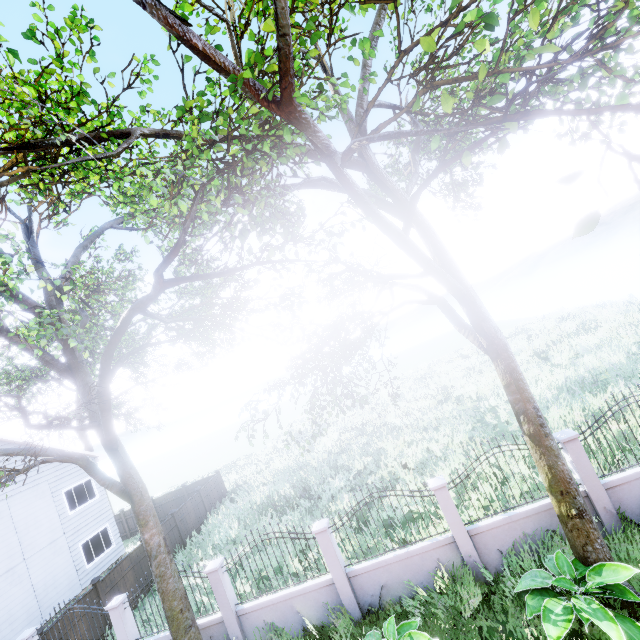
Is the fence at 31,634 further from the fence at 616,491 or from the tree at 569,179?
the tree at 569,179

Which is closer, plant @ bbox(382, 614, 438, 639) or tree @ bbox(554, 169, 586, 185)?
tree @ bbox(554, 169, 586, 185)

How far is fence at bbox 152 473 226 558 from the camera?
16.4 meters

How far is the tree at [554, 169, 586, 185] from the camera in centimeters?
171cm

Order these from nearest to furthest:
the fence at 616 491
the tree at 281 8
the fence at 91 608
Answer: the tree at 281 8 < the fence at 616 491 < the fence at 91 608

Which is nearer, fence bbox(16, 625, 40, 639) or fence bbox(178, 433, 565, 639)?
fence bbox(178, 433, 565, 639)

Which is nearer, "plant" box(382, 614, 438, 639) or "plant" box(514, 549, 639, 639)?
"plant" box(514, 549, 639, 639)

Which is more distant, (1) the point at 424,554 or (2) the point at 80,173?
(1) the point at 424,554
